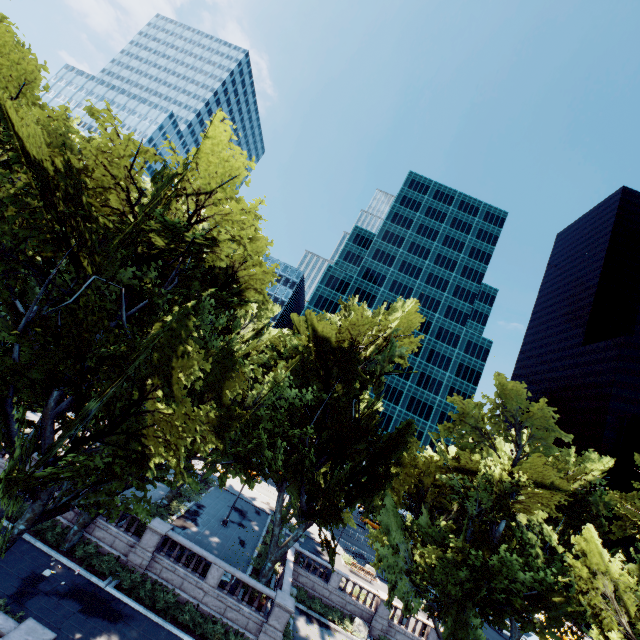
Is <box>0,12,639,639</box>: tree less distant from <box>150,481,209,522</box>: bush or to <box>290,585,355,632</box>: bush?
<box>150,481,209,522</box>: bush

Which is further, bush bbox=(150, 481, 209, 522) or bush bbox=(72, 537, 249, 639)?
bush bbox=(150, 481, 209, 522)

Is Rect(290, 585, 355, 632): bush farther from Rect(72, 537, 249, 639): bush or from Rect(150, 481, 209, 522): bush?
Rect(150, 481, 209, 522): bush

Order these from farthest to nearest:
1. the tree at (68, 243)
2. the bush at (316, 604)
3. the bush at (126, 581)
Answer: the bush at (316, 604) < the bush at (126, 581) < the tree at (68, 243)

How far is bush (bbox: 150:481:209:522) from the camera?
26.7 meters

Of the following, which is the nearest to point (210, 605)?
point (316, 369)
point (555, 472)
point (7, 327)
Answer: point (316, 369)

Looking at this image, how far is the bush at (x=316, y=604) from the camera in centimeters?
2783cm

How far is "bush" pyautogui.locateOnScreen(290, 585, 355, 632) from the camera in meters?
27.8 m
